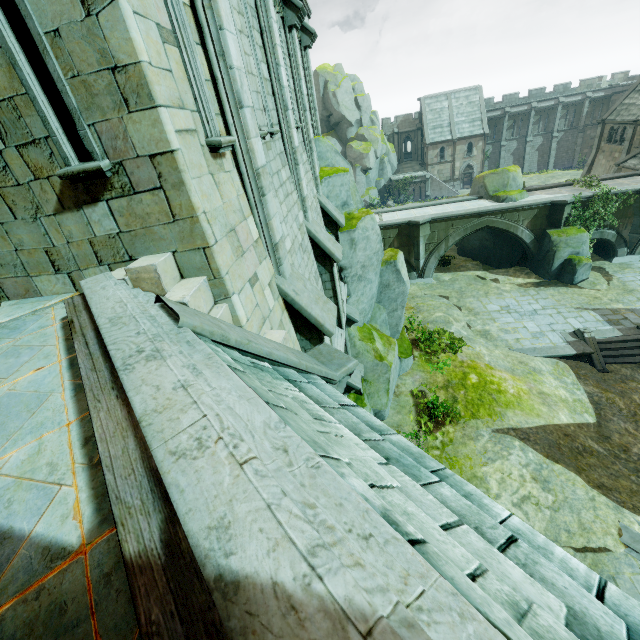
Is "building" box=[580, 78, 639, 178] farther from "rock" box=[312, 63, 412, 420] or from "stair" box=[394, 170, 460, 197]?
"rock" box=[312, 63, 412, 420]

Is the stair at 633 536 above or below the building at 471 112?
below

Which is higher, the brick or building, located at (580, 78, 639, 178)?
the brick

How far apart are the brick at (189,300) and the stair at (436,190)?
52.2 meters

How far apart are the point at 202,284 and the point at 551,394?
16.4 meters

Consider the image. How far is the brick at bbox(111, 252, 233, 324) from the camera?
3.3m

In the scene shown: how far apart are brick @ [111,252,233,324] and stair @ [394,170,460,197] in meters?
52.2 m

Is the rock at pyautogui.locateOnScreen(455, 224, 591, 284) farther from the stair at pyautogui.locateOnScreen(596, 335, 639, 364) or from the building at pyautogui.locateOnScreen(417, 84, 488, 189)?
the stair at pyautogui.locateOnScreen(596, 335, 639, 364)
